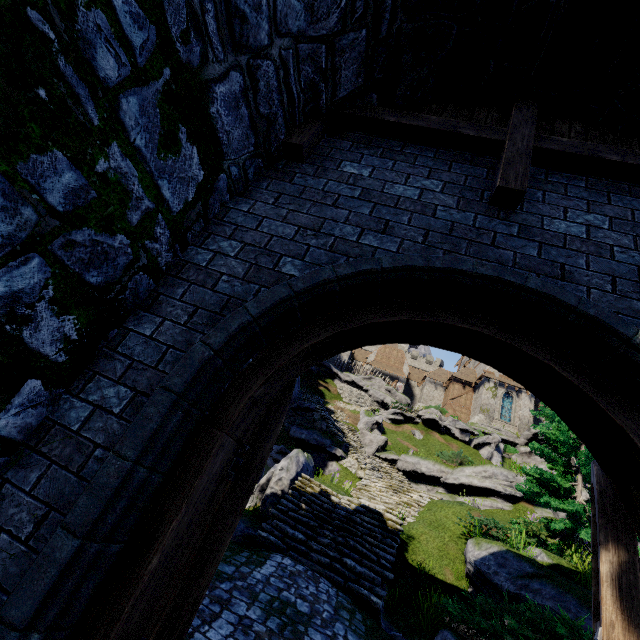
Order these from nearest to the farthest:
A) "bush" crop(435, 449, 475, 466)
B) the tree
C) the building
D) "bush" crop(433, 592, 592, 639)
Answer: "bush" crop(433, 592, 592, 639) → the tree → "bush" crop(435, 449, 475, 466) → the building

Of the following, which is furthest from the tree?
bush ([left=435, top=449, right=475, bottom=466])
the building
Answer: the building

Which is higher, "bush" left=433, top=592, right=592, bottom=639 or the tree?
the tree

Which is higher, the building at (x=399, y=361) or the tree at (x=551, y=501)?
the building at (x=399, y=361)

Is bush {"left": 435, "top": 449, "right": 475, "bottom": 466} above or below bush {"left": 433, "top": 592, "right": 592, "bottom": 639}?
above

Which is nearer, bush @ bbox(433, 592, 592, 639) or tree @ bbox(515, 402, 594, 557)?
bush @ bbox(433, 592, 592, 639)

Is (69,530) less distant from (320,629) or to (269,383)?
(269,383)

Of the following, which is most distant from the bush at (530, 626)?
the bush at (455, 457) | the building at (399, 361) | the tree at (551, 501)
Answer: the building at (399, 361)
